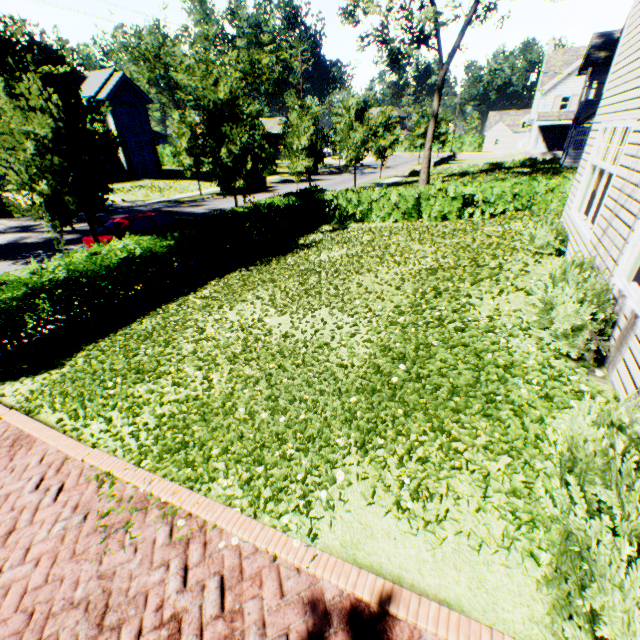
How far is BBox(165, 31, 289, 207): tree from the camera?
13.9 meters

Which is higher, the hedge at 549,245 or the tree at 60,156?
the tree at 60,156

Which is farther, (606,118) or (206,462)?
(606,118)

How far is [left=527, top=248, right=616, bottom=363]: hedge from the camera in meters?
4.2

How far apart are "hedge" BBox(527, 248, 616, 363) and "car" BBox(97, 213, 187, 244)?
13.1m

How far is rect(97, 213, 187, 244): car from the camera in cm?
1209

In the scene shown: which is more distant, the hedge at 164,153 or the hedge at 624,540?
the hedge at 164,153
